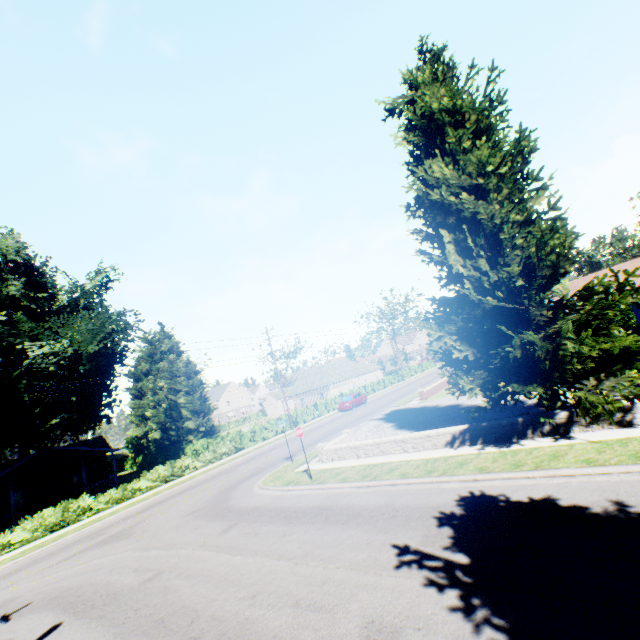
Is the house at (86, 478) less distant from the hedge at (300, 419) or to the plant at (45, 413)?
the plant at (45, 413)

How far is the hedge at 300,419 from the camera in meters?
37.9 m

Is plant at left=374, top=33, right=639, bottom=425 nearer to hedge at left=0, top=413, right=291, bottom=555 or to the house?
hedge at left=0, top=413, right=291, bottom=555

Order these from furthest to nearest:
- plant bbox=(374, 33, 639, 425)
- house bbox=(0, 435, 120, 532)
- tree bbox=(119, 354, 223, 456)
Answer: tree bbox=(119, 354, 223, 456)
house bbox=(0, 435, 120, 532)
plant bbox=(374, 33, 639, 425)

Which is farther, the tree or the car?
the tree

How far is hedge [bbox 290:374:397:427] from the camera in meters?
37.9 m

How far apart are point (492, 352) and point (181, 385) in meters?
39.9 m

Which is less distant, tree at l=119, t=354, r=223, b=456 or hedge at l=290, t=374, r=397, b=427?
hedge at l=290, t=374, r=397, b=427
